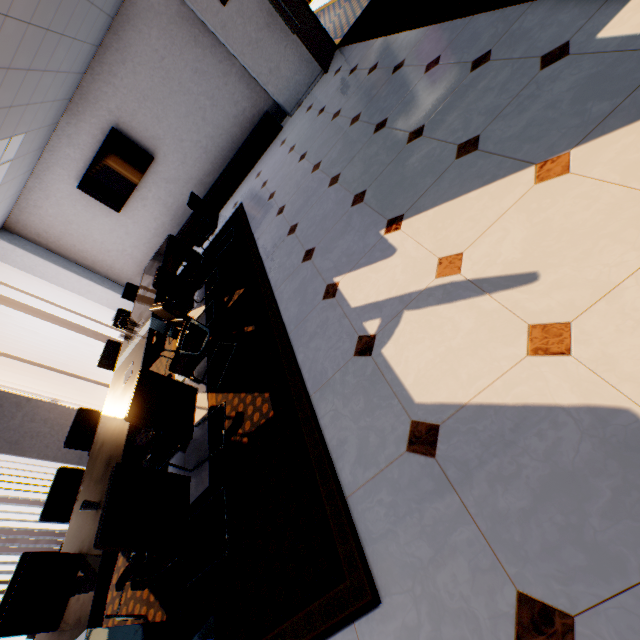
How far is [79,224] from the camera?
6.85m

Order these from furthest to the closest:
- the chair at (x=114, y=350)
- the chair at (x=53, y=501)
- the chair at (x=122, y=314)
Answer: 1. the chair at (x=122, y=314)
2. the chair at (x=114, y=350)
3. the chair at (x=53, y=501)

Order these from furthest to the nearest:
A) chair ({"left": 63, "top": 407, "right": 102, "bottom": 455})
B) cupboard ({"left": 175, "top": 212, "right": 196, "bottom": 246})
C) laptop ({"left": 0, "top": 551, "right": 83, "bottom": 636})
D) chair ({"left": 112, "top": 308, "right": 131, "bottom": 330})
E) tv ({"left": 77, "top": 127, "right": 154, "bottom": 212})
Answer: cupboard ({"left": 175, "top": 212, "right": 196, "bottom": 246}), tv ({"left": 77, "top": 127, "right": 154, "bottom": 212}), chair ({"left": 112, "top": 308, "right": 131, "bottom": 330}), chair ({"left": 63, "top": 407, "right": 102, "bottom": 455}), laptop ({"left": 0, "top": 551, "right": 83, "bottom": 636})

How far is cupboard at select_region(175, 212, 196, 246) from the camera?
7.08m

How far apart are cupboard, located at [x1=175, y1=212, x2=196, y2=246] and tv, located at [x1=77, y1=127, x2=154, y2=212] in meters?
1.2 m

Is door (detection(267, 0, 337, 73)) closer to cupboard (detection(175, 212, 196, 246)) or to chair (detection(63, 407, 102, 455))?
cupboard (detection(175, 212, 196, 246))

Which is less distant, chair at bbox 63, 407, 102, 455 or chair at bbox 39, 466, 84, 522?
chair at bbox 39, 466, 84, 522

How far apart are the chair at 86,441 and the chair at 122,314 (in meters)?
1.34
